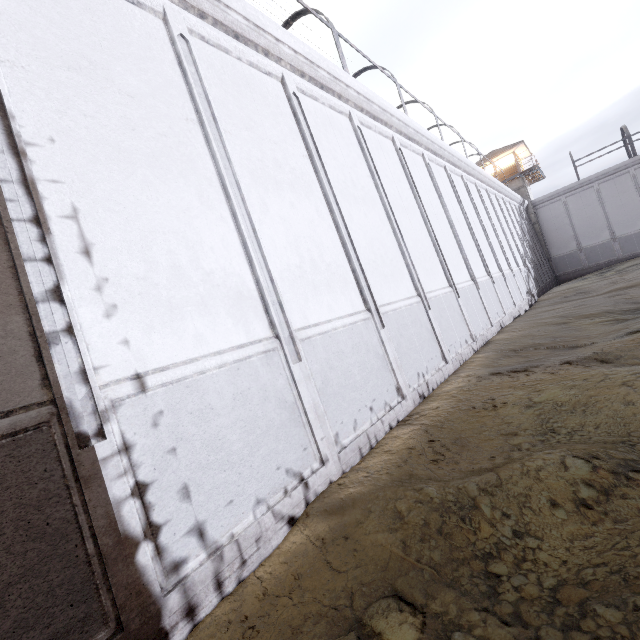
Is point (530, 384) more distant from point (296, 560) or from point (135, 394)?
point (135, 394)

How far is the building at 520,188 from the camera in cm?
3269

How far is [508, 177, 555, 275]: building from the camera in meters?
32.7
